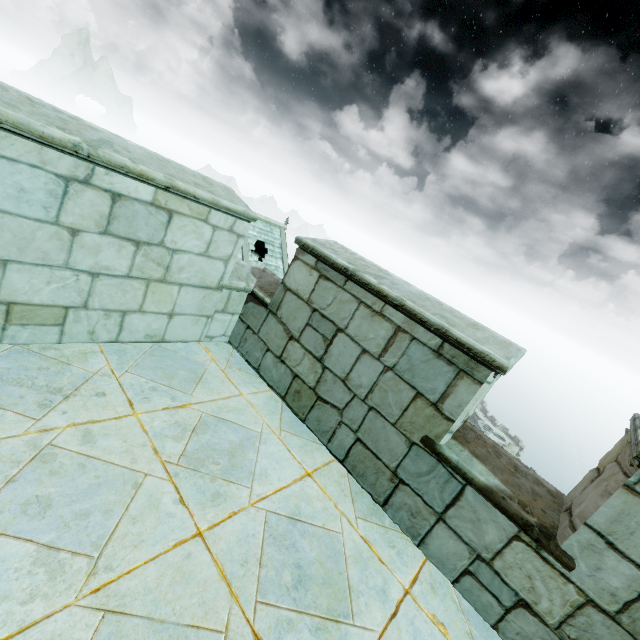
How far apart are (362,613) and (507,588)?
1.10m
